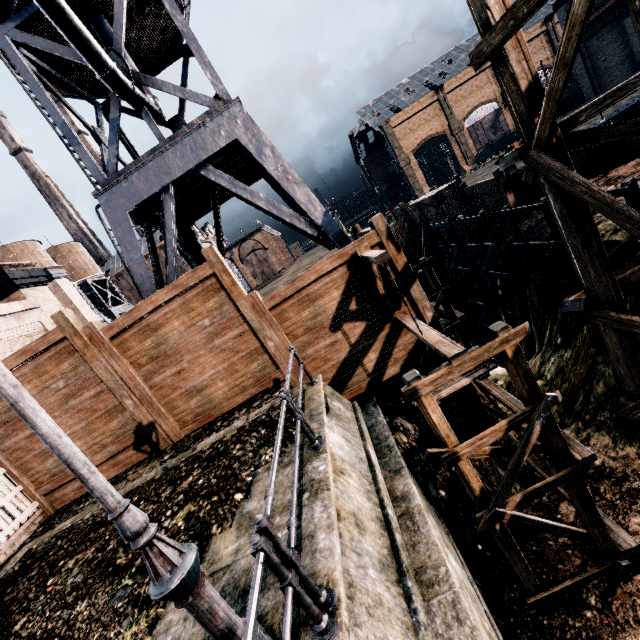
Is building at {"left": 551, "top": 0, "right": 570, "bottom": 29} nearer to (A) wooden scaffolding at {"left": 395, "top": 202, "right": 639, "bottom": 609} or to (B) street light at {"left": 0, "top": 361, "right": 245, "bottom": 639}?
(A) wooden scaffolding at {"left": 395, "top": 202, "right": 639, "bottom": 609}

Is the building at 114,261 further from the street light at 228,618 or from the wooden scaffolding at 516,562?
the street light at 228,618

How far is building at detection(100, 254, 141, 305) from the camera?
56.0m

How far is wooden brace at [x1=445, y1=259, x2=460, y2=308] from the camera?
31.5m

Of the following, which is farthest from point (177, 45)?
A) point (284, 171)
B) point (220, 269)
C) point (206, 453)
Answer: point (206, 453)

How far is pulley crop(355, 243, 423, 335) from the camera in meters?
7.7

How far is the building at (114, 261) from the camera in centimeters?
5603cm
